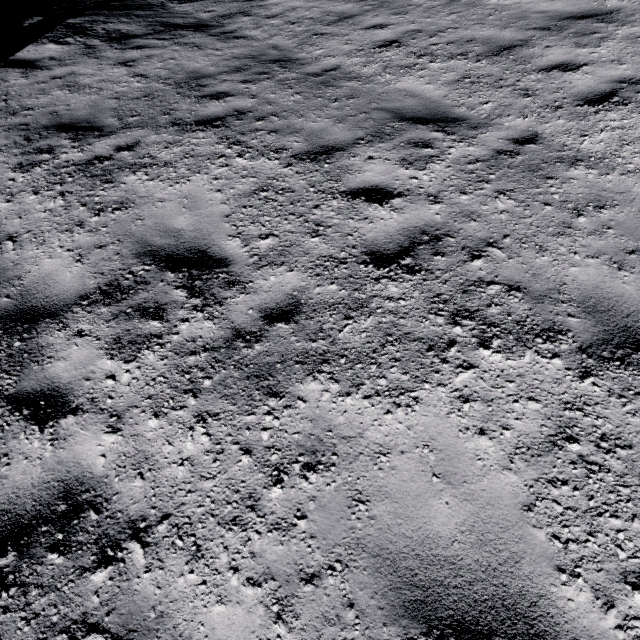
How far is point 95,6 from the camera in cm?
1071
